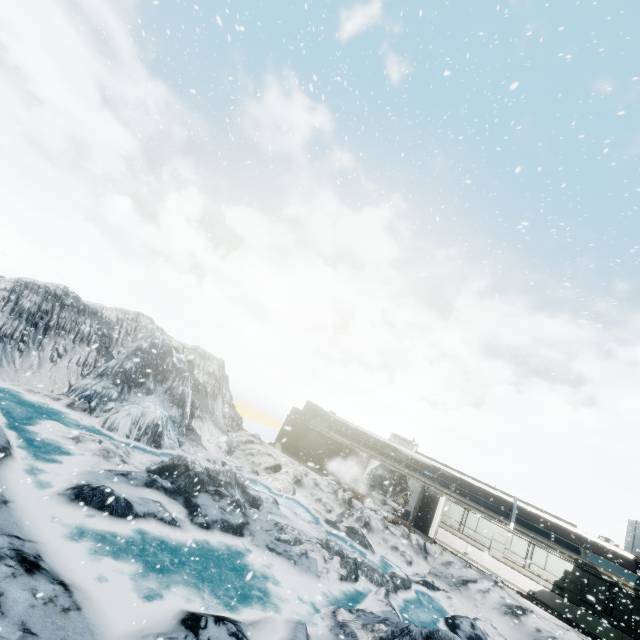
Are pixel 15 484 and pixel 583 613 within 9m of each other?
no
